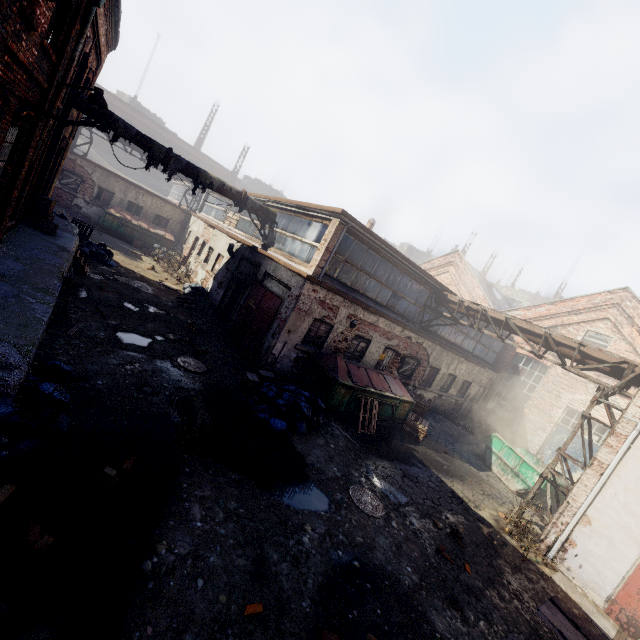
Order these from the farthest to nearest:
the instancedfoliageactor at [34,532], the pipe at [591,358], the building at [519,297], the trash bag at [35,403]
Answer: the building at [519,297] → the pipe at [591,358] → the trash bag at [35,403] → the instancedfoliageactor at [34,532]

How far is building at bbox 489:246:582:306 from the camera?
51.3 meters

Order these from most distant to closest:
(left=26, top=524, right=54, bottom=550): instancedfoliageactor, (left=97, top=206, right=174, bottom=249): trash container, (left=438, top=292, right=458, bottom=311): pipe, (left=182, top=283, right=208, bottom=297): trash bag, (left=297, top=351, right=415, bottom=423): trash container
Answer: (left=97, top=206, right=174, bottom=249): trash container → (left=182, top=283, right=208, bottom=297): trash bag → (left=438, top=292, right=458, bottom=311): pipe → (left=297, top=351, right=415, bottom=423): trash container → (left=26, top=524, right=54, bottom=550): instancedfoliageactor

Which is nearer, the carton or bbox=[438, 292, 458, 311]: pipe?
the carton

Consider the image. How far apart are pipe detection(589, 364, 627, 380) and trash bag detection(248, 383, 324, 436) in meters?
7.8

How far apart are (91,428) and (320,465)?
4.72m

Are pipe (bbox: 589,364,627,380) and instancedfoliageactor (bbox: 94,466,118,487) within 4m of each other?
no

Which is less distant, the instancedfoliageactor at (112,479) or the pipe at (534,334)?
the instancedfoliageactor at (112,479)
